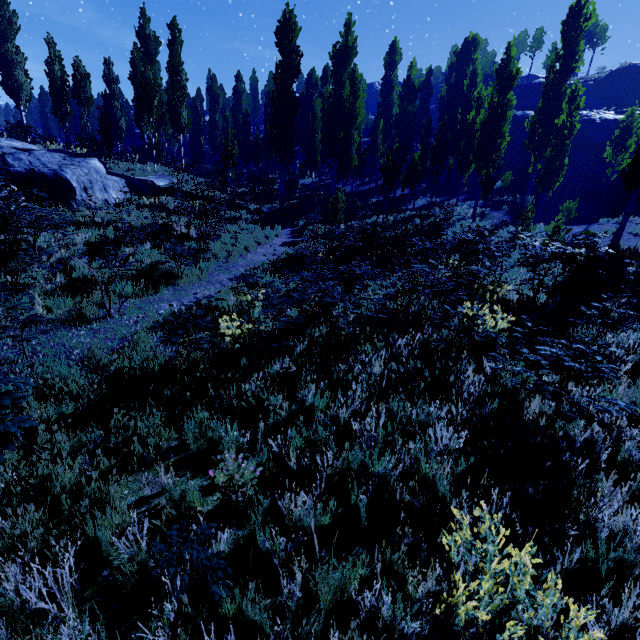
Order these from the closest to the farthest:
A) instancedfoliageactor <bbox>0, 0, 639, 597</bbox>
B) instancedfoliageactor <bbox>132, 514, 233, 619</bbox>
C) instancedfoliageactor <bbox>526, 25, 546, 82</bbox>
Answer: instancedfoliageactor <bbox>132, 514, 233, 619</bbox> < instancedfoliageactor <bbox>0, 0, 639, 597</bbox> < instancedfoliageactor <bbox>526, 25, 546, 82</bbox>

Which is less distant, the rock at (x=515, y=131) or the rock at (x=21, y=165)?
the rock at (x=21, y=165)

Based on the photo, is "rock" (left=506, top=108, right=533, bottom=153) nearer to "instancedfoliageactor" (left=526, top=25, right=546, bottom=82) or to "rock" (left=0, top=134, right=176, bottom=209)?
"instancedfoliageactor" (left=526, top=25, right=546, bottom=82)

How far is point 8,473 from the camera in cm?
297

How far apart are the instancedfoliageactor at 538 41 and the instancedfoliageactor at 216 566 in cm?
8289

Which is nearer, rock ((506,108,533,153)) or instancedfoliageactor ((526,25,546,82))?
rock ((506,108,533,153))

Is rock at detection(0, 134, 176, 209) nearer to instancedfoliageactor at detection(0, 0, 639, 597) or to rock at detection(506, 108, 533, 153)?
instancedfoliageactor at detection(0, 0, 639, 597)

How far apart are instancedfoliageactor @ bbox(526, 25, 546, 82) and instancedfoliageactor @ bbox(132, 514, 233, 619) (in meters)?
82.89
